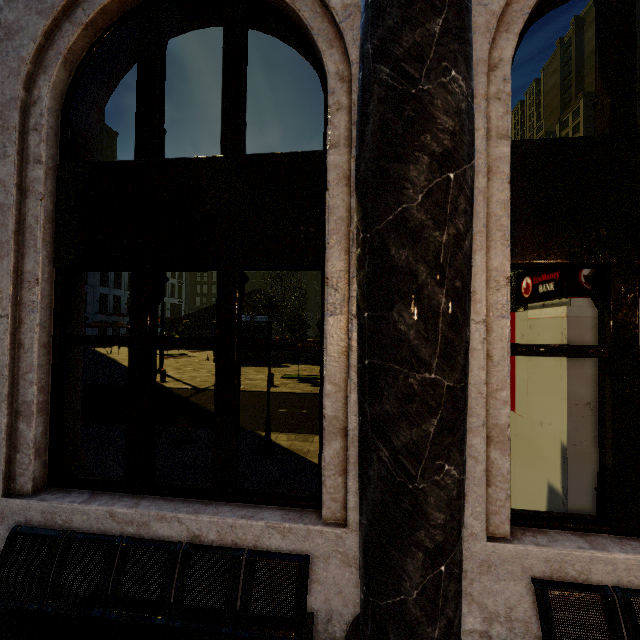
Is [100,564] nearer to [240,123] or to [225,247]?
[225,247]

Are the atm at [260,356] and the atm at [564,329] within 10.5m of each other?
no

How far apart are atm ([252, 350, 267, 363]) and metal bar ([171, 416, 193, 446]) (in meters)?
14.66

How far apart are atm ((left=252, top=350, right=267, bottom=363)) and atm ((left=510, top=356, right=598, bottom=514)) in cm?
1847

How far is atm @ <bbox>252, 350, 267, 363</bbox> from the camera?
21.9 meters

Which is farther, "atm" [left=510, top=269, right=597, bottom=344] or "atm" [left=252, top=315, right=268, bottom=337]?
"atm" [left=252, top=315, right=268, bottom=337]

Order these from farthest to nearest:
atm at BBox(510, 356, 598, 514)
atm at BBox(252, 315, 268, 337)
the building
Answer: atm at BBox(252, 315, 268, 337)
atm at BBox(510, 356, 598, 514)
the building

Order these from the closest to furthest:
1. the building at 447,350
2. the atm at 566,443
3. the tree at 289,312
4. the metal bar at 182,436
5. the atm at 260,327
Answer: the building at 447,350, the atm at 566,443, the metal bar at 182,436, the tree at 289,312, the atm at 260,327
